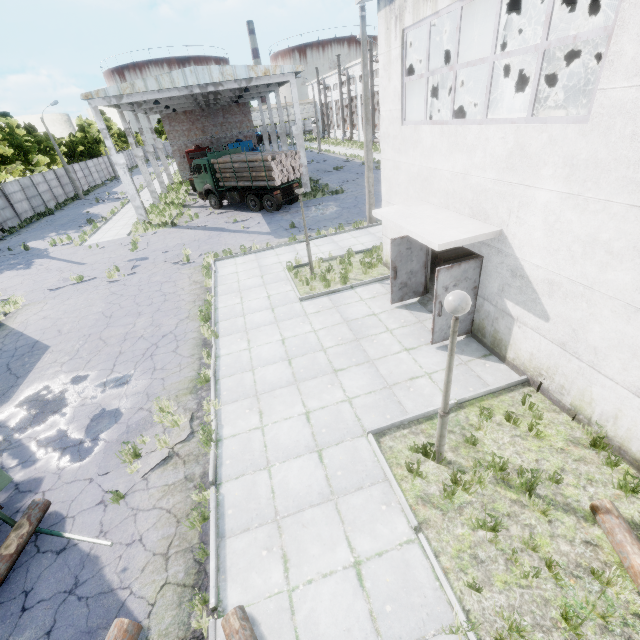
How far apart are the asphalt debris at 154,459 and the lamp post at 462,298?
5.02m

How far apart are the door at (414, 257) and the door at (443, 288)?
2.1m

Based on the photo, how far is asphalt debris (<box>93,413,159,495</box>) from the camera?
6.2m

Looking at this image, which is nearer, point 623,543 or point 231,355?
point 623,543

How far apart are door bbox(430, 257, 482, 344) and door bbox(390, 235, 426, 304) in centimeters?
210cm

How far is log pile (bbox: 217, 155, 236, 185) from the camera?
22.1m

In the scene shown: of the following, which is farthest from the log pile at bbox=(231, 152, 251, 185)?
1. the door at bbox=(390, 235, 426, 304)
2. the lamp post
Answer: the lamp post

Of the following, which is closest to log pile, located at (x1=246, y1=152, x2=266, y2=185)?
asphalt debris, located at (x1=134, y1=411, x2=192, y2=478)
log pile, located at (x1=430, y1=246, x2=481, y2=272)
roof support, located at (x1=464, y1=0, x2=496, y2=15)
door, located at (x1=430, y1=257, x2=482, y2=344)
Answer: roof support, located at (x1=464, y1=0, x2=496, y2=15)
